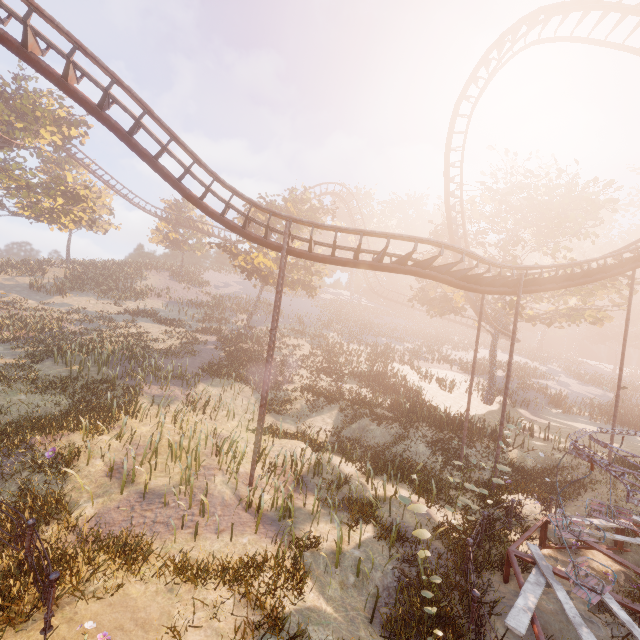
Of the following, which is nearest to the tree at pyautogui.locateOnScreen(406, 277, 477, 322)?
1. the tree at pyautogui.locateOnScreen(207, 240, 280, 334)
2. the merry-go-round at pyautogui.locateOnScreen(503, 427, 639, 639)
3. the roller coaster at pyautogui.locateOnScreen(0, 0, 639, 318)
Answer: the roller coaster at pyautogui.locateOnScreen(0, 0, 639, 318)

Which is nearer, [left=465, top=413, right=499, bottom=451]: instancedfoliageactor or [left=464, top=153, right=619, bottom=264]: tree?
[left=465, top=413, right=499, bottom=451]: instancedfoliageactor

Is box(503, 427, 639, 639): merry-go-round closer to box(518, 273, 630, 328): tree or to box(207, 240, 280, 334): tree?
box(518, 273, 630, 328): tree

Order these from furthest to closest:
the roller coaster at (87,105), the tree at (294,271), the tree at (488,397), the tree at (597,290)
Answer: the tree at (294,271), the tree at (488,397), the tree at (597,290), the roller coaster at (87,105)

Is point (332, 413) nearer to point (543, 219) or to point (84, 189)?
point (543, 219)

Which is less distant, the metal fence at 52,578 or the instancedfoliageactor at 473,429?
the metal fence at 52,578

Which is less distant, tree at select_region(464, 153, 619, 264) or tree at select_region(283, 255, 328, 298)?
tree at select_region(464, 153, 619, 264)

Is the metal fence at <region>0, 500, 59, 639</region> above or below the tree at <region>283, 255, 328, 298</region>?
below
